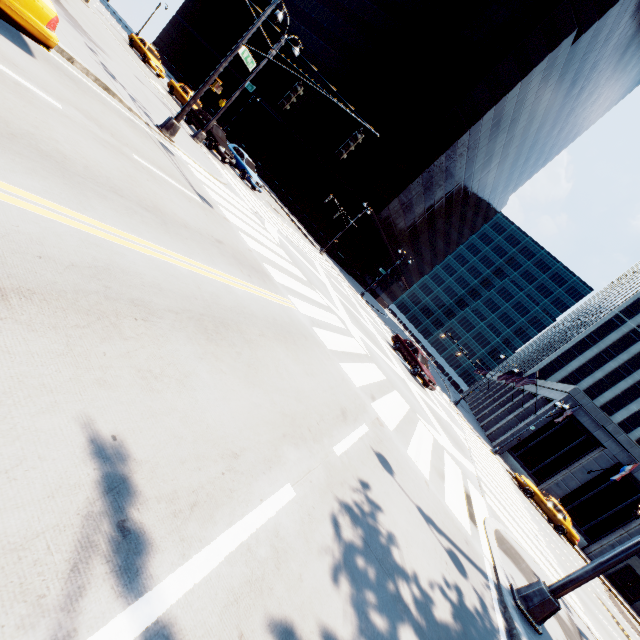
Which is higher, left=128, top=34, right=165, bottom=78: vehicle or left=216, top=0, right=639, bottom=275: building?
left=216, top=0, right=639, bottom=275: building

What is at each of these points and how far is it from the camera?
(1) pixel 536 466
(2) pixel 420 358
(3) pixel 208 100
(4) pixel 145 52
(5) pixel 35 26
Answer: (1) building, 31.94m
(2) vehicle, 22.22m
(3) building, 56.16m
(4) vehicle, 28.80m
(5) vehicle, 6.02m

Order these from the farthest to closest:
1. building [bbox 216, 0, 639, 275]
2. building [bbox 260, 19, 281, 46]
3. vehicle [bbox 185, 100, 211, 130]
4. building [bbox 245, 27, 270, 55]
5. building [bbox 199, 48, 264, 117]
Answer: building [bbox 199, 48, 264, 117]
building [bbox 245, 27, 270, 55]
building [bbox 260, 19, 281, 46]
building [bbox 216, 0, 639, 275]
vehicle [bbox 185, 100, 211, 130]

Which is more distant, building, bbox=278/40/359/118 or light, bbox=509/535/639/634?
building, bbox=278/40/359/118

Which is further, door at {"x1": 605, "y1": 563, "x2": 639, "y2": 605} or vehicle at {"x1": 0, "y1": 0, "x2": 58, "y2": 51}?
door at {"x1": 605, "y1": 563, "x2": 639, "y2": 605}

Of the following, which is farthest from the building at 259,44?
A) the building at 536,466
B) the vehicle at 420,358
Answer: the building at 536,466

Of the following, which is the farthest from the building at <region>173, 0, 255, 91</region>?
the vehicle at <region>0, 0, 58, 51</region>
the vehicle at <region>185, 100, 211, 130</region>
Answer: the vehicle at <region>0, 0, 58, 51</region>

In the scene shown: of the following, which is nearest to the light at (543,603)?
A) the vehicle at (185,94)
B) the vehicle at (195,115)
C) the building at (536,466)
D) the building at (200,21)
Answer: the vehicle at (195,115)
